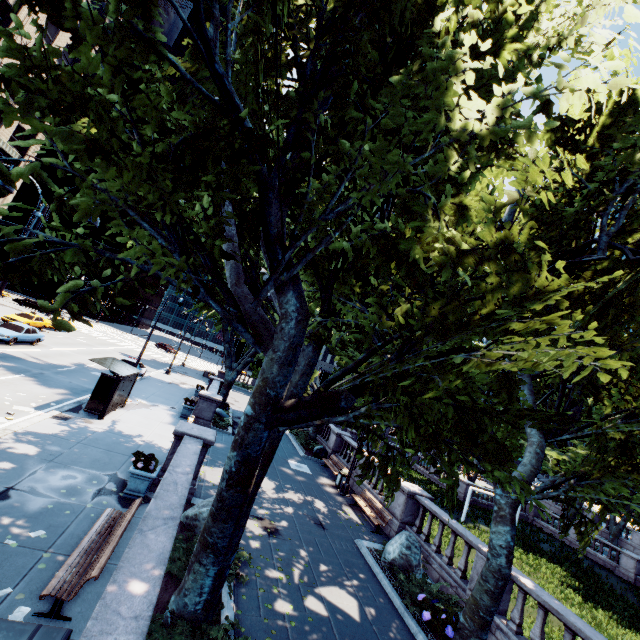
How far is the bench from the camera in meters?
5.5 m

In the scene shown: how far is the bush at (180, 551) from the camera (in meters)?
7.02

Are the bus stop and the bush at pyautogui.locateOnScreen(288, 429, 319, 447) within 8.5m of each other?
no

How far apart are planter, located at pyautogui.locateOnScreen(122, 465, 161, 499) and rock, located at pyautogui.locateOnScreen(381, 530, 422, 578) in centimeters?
842cm

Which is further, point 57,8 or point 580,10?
point 580,10

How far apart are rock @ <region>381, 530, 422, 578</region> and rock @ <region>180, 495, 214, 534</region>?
5.8 meters

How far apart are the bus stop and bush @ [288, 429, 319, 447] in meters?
12.2 m

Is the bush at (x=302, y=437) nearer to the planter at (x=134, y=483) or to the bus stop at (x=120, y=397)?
the bus stop at (x=120, y=397)
